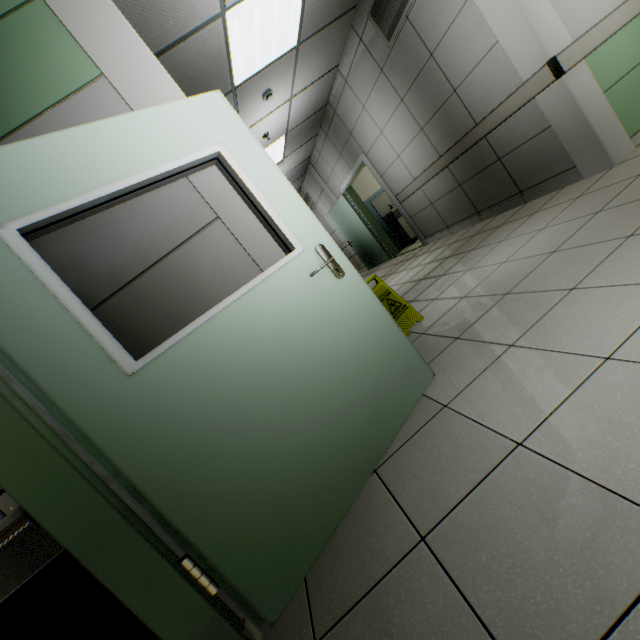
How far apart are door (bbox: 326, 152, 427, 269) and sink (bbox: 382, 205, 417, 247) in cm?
29

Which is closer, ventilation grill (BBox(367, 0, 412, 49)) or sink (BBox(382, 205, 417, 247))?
ventilation grill (BBox(367, 0, 412, 49))

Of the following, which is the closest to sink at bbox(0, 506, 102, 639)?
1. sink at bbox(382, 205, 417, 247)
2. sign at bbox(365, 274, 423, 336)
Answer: sign at bbox(365, 274, 423, 336)

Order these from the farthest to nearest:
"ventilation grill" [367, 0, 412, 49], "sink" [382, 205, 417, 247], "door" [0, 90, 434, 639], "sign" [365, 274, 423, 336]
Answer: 1. "sink" [382, 205, 417, 247]
2. "ventilation grill" [367, 0, 412, 49]
3. "sign" [365, 274, 423, 336]
4. "door" [0, 90, 434, 639]

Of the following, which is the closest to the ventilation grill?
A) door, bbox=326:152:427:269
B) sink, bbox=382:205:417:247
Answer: door, bbox=326:152:427:269

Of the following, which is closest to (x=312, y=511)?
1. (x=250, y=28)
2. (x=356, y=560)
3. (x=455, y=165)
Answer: (x=356, y=560)

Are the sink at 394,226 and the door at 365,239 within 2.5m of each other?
yes

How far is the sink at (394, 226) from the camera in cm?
785
